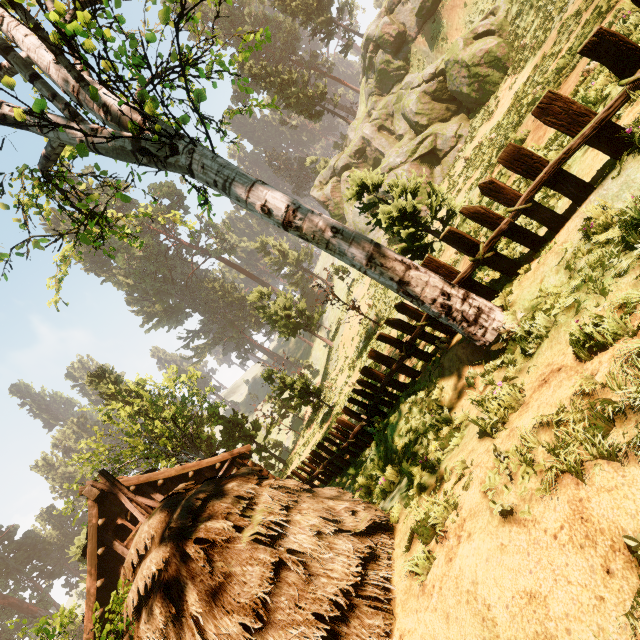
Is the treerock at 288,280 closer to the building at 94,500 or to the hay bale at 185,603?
Answer: the building at 94,500

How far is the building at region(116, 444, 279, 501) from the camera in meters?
13.7

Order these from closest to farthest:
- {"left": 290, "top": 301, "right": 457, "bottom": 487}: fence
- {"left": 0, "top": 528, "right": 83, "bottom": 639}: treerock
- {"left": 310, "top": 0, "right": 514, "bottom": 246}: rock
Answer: {"left": 290, "top": 301, "right": 457, "bottom": 487}: fence
{"left": 0, "top": 528, "right": 83, "bottom": 639}: treerock
{"left": 310, "top": 0, "right": 514, "bottom": 246}: rock

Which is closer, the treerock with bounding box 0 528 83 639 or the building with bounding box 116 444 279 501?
the treerock with bounding box 0 528 83 639

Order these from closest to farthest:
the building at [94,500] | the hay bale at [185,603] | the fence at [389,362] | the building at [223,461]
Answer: the hay bale at [185,603] → the fence at [389,362] → the building at [94,500] → the building at [223,461]

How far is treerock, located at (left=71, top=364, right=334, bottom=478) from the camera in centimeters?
2112cm

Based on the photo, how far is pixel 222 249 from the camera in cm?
5894
